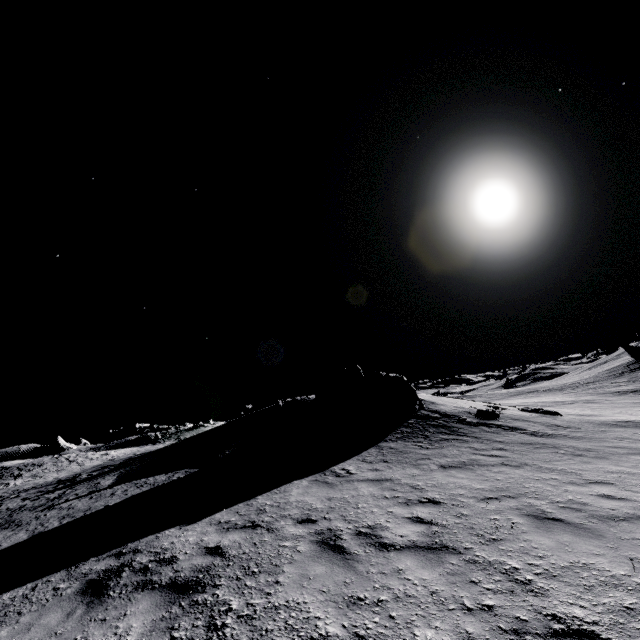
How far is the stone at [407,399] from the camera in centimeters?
1848cm

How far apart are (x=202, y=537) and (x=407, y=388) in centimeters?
1423cm

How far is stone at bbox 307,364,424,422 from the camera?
18.48m
